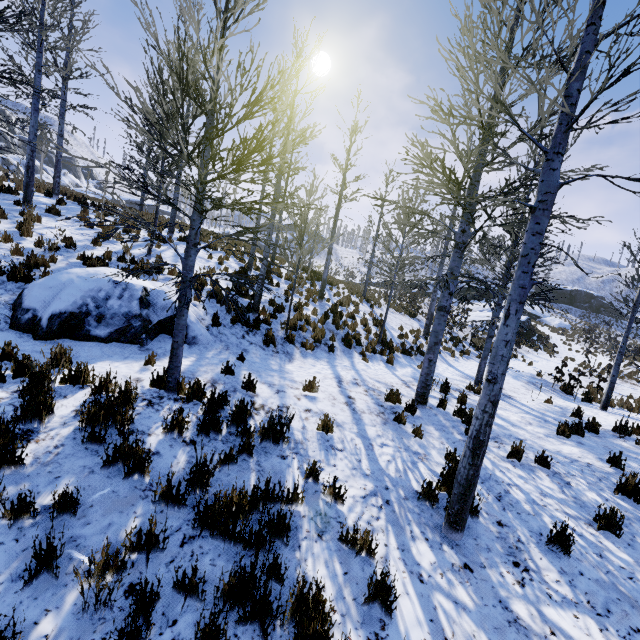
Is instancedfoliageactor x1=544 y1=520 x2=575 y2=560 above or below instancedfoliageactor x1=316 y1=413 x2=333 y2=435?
below

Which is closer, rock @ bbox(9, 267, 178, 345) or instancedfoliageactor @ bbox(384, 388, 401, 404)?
rock @ bbox(9, 267, 178, 345)

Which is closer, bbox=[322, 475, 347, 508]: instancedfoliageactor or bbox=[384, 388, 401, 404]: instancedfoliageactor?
bbox=[322, 475, 347, 508]: instancedfoliageactor

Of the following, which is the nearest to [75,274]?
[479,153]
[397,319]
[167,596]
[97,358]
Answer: [97,358]

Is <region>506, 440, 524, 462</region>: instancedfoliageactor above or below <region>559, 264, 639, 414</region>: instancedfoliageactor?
below

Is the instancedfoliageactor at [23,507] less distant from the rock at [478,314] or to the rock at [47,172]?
the rock at [478,314]

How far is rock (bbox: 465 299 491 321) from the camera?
29.6m

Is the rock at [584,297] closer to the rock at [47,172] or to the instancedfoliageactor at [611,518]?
the rock at [47,172]
